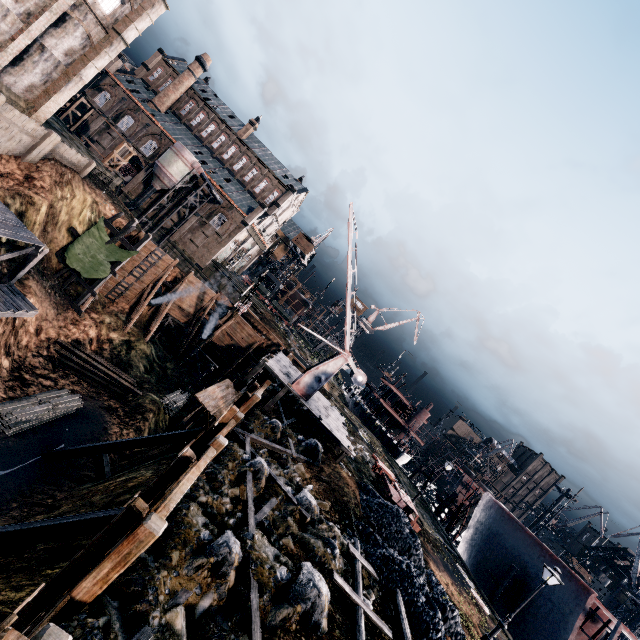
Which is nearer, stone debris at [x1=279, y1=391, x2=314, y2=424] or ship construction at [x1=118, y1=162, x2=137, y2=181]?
stone debris at [x1=279, y1=391, x2=314, y2=424]

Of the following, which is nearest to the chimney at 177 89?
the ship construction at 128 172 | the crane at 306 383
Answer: the ship construction at 128 172

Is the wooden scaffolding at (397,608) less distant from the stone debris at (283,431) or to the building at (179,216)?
the stone debris at (283,431)

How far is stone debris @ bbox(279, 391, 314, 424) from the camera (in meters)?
26.17

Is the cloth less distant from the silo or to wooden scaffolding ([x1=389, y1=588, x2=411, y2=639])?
the silo

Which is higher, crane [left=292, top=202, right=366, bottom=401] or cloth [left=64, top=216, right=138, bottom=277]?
crane [left=292, top=202, right=366, bottom=401]

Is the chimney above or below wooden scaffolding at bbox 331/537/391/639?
above

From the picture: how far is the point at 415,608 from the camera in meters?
12.8 m
